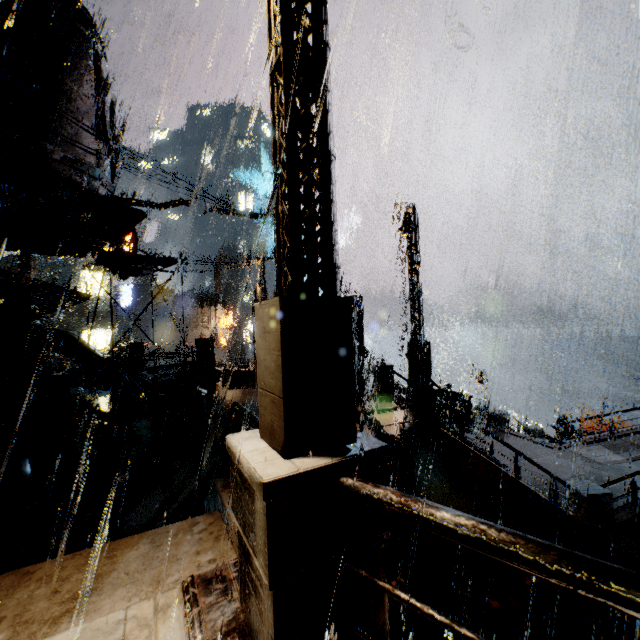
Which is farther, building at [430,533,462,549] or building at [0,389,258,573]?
building at [430,533,462,549]

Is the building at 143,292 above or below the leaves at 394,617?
above

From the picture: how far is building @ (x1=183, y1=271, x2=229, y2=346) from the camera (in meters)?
44.44

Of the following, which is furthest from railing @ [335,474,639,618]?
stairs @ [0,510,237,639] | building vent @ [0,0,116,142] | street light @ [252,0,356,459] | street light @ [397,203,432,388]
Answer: building vent @ [0,0,116,142]

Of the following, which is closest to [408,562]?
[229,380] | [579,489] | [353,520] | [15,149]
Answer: [579,489]

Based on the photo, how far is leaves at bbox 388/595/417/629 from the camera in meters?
7.5

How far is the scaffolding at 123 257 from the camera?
10.51m
